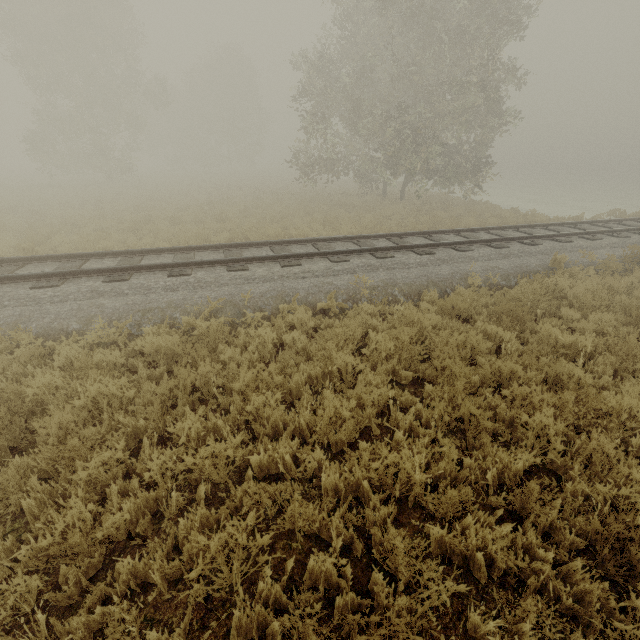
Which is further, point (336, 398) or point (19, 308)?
point (19, 308)
